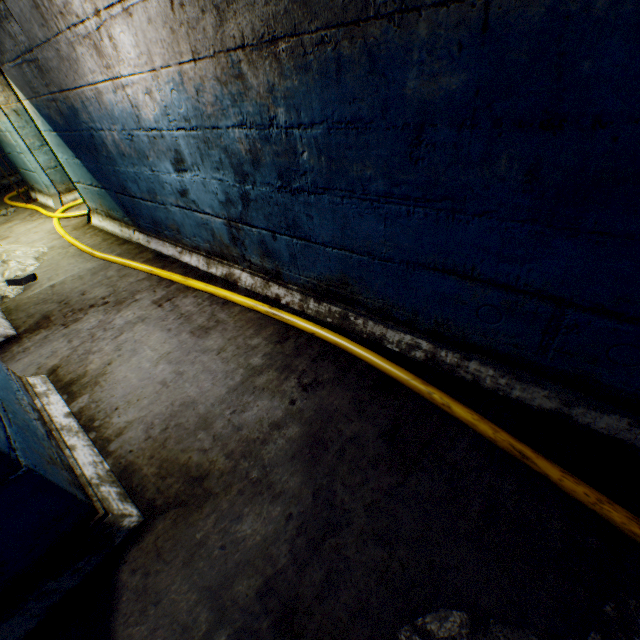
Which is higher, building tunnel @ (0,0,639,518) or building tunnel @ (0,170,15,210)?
building tunnel @ (0,0,639,518)

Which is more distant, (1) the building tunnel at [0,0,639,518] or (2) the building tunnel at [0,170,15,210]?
(2) the building tunnel at [0,170,15,210]

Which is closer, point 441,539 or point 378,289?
point 441,539

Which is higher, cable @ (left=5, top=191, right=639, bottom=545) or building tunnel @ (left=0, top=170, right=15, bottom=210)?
cable @ (left=5, top=191, right=639, bottom=545)

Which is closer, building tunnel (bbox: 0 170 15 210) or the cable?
the cable

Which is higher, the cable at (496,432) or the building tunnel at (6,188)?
the cable at (496,432)

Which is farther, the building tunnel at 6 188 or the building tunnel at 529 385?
the building tunnel at 6 188
